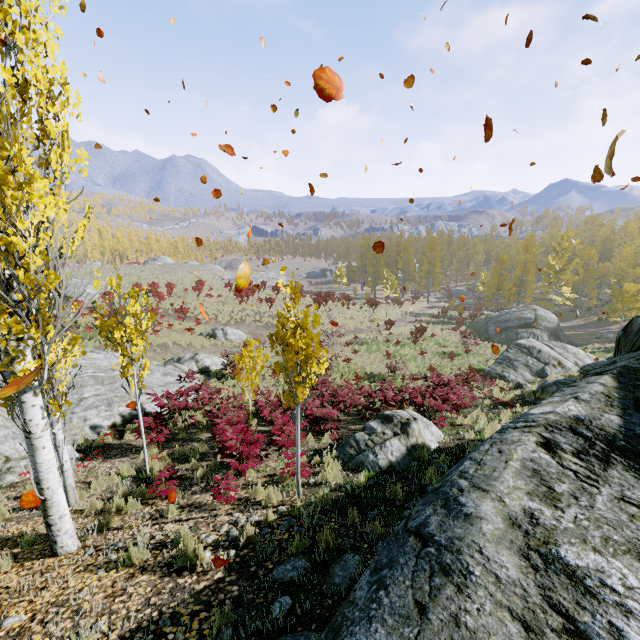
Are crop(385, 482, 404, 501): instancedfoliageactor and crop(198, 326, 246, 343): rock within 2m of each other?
no

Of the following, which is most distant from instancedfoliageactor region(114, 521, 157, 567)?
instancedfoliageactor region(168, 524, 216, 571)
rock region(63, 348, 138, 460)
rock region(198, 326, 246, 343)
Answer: rock region(198, 326, 246, 343)

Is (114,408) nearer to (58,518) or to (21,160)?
(58,518)

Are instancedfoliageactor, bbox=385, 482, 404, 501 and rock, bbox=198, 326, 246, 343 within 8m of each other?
no

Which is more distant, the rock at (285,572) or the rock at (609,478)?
the rock at (285,572)

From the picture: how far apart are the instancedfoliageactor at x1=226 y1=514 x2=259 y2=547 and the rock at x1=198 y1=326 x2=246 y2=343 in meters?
22.0 m

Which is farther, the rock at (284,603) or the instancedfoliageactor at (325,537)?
the instancedfoliageactor at (325,537)
